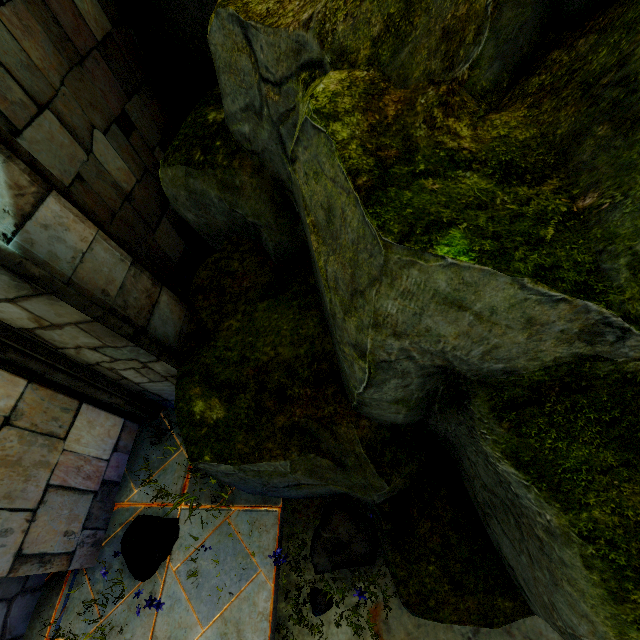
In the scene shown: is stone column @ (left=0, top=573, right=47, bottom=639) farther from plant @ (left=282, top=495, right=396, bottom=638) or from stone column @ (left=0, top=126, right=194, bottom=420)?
plant @ (left=282, top=495, right=396, bottom=638)

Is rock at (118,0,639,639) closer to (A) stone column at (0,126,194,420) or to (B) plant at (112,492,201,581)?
(A) stone column at (0,126,194,420)

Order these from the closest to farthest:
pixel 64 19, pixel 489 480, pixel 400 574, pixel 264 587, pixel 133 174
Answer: pixel 489 480 → pixel 400 574 → pixel 264 587 → pixel 64 19 → pixel 133 174

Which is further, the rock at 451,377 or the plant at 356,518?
the plant at 356,518

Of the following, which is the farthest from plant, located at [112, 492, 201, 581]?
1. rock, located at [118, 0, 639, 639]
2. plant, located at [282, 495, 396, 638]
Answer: plant, located at [282, 495, 396, 638]

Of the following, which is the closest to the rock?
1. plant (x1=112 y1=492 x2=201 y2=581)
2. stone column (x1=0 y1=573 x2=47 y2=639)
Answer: plant (x1=112 y1=492 x2=201 y2=581)

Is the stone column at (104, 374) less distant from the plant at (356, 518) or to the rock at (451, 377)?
the rock at (451, 377)

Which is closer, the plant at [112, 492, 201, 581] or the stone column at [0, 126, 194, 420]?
the stone column at [0, 126, 194, 420]
